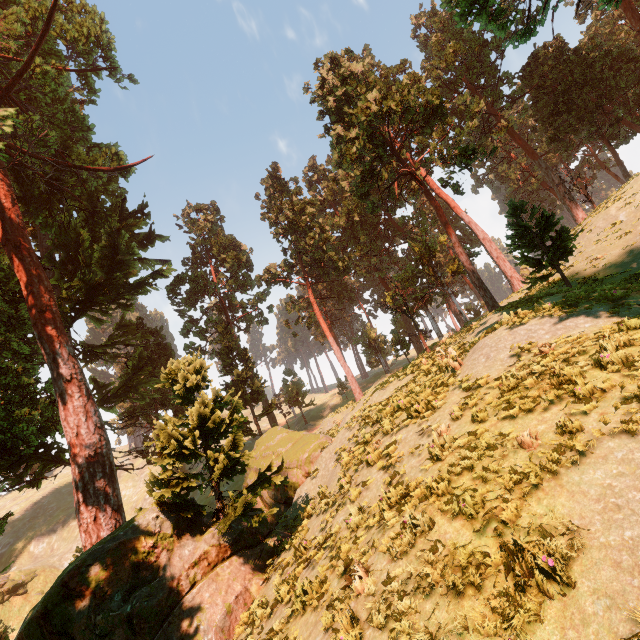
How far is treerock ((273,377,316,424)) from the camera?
45.3 meters

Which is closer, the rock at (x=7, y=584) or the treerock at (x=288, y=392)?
the rock at (x=7, y=584)

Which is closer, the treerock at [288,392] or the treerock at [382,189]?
the treerock at [382,189]

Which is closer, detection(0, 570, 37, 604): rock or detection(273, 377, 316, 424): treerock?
detection(0, 570, 37, 604): rock

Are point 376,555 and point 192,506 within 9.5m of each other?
yes

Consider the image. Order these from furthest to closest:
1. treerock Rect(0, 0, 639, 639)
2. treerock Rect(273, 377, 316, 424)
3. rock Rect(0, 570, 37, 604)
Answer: treerock Rect(273, 377, 316, 424)
rock Rect(0, 570, 37, 604)
treerock Rect(0, 0, 639, 639)

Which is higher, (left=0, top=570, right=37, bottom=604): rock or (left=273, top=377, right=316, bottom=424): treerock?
(left=273, top=377, right=316, bottom=424): treerock
